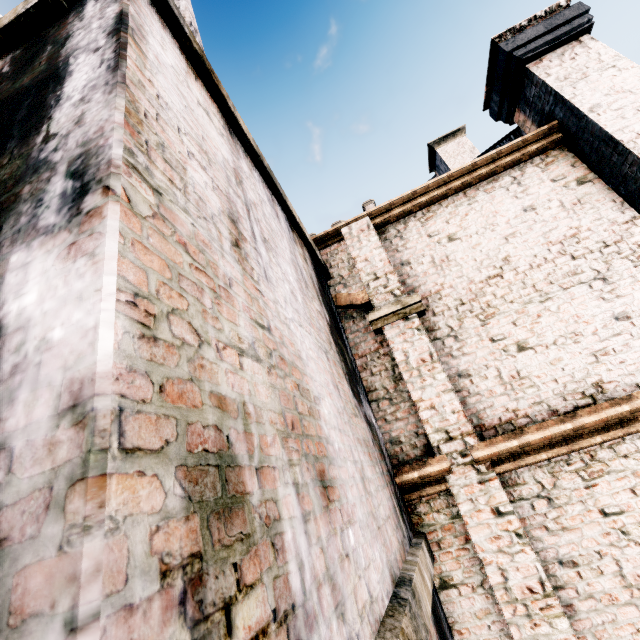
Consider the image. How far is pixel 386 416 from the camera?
4.95m

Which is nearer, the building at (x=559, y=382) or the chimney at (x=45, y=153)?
the chimney at (x=45, y=153)

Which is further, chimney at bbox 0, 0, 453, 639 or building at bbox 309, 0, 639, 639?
building at bbox 309, 0, 639, 639
